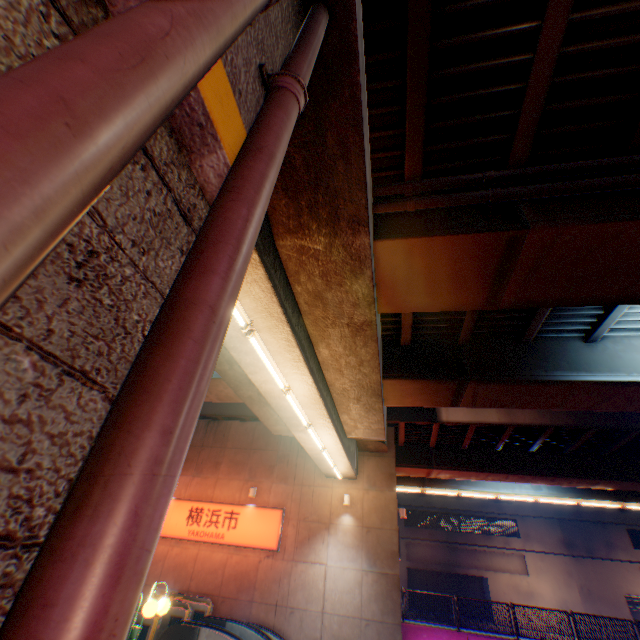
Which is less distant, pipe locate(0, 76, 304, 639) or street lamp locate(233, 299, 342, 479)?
pipe locate(0, 76, 304, 639)

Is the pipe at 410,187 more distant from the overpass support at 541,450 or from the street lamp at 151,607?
the street lamp at 151,607

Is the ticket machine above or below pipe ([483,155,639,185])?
below

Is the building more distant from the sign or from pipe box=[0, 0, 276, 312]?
pipe box=[0, 0, 276, 312]

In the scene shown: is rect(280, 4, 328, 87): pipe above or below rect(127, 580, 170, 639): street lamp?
above

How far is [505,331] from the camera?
10.0 meters

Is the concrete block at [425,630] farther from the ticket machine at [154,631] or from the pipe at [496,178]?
the pipe at [496,178]

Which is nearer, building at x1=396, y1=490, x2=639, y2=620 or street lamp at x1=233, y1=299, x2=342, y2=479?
street lamp at x1=233, y1=299, x2=342, y2=479
